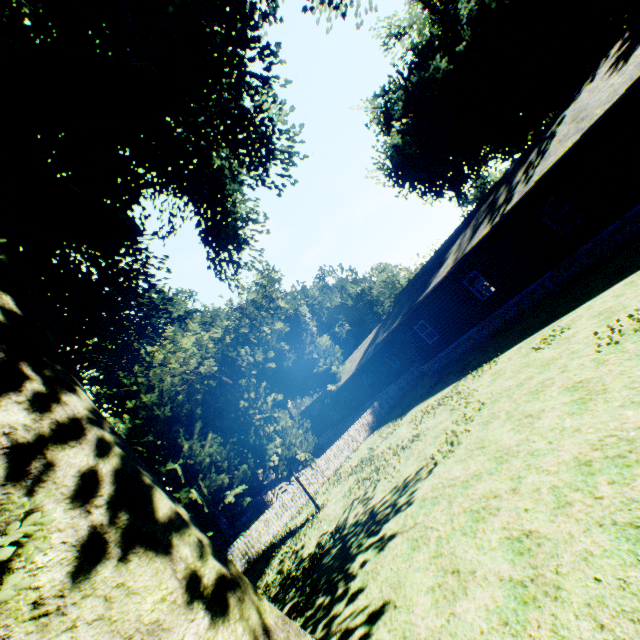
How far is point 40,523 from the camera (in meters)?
1.08

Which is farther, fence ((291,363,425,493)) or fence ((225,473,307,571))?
fence ((291,363,425,493))

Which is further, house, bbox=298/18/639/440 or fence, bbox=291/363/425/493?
fence, bbox=291/363/425/493

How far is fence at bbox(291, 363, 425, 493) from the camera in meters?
20.0 m

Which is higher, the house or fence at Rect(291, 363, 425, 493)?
the house

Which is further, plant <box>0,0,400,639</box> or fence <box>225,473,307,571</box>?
fence <box>225,473,307,571</box>

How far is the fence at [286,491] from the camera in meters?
16.5 m

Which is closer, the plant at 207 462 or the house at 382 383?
the plant at 207 462
